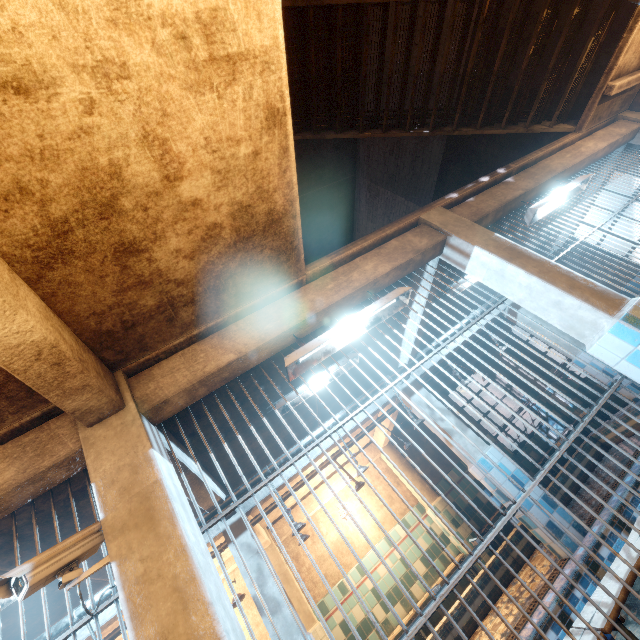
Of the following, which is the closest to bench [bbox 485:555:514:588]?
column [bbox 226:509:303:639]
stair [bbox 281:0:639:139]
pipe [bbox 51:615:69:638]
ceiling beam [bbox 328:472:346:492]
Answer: column [bbox 226:509:303:639]

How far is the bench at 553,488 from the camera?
5.1 meters

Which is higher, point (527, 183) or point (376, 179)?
point (376, 179)

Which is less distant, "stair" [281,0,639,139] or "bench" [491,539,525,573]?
"stair" [281,0,639,139]

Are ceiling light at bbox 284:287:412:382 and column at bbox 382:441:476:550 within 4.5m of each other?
no

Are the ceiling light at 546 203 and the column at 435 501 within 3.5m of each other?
no

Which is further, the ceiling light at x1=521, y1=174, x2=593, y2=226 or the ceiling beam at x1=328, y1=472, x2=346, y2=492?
the ceiling beam at x1=328, y1=472, x2=346, y2=492

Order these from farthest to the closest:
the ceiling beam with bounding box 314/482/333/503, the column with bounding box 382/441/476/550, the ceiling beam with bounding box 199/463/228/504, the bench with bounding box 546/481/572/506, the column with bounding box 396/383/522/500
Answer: the ceiling beam with bounding box 314/482/333/503 < the column with bounding box 382/441/476/550 < the bench with bounding box 546/481/572/506 < the column with bounding box 396/383/522/500 < the ceiling beam with bounding box 199/463/228/504
